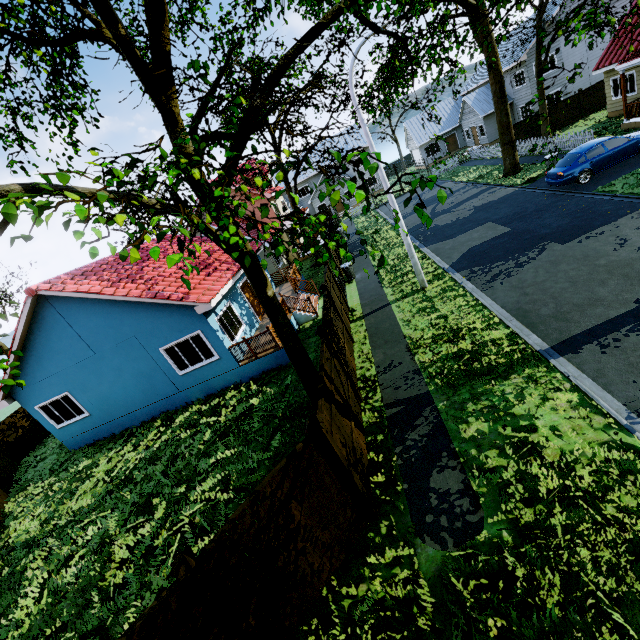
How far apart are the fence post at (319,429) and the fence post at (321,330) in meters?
2.9

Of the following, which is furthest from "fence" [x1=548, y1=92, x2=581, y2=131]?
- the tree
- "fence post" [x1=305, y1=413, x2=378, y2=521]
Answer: the tree

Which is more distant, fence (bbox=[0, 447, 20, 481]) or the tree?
fence (bbox=[0, 447, 20, 481])

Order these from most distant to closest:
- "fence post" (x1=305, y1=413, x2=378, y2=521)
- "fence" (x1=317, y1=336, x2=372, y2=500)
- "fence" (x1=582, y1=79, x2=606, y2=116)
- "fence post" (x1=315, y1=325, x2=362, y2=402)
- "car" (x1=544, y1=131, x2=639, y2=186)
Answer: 1. "fence" (x1=582, y1=79, x2=606, y2=116)
2. "car" (x1=544, y1=131, x2=639, y2=186)
3. "fence post" (x1=315, y1=325, x2=362, y2=402)
4. "fence" (x1=317, y1=336, x2=372, y2=500)
5. "fence post" (x1=305, y1=413, x2=378, y2=521)

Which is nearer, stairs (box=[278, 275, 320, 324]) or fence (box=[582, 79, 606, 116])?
stairs (box=[278, 275, 320, 324])

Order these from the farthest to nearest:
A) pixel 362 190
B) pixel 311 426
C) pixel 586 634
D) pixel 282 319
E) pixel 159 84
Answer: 1. pixel 282 319
2. pixel 159 84
3. pixel 311 426
4. pixel 586 634
5. pixel 362 190

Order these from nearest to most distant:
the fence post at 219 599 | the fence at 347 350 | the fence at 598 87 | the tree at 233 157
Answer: the tree at 233 157, the fence post at 219 599, the fence at 347 350, the fence at 598 87

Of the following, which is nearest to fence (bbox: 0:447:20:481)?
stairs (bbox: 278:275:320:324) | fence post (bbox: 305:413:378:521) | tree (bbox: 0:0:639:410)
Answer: fence post (bbox: 305:413:378:521)
